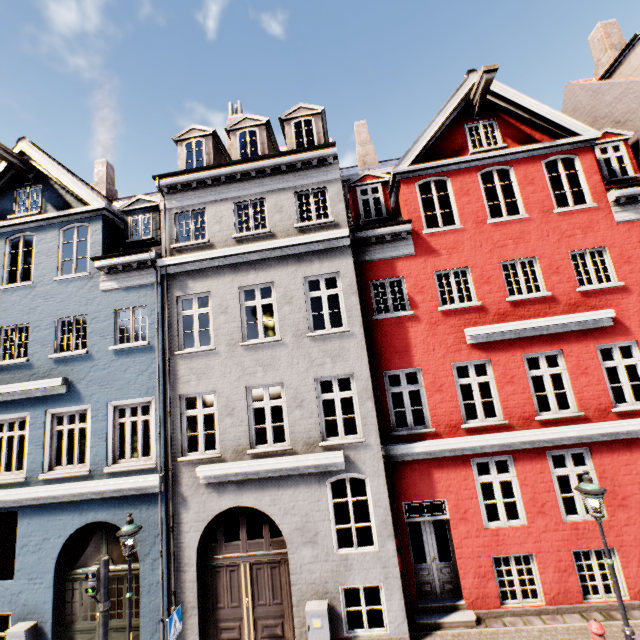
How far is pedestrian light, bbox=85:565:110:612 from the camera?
7.10m

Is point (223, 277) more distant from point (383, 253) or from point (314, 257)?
point (383, 253)

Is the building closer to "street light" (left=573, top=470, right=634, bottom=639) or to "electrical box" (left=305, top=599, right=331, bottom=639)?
"electrical box" (left=305, top=599, right=331, bottom=639)

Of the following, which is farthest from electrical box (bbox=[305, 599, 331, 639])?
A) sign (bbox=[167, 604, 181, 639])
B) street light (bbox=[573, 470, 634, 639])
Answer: street light (bbox=[573, 470, 634, 639])

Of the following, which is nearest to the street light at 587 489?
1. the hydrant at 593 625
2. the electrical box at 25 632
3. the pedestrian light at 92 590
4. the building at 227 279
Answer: the hydrant at 593 625

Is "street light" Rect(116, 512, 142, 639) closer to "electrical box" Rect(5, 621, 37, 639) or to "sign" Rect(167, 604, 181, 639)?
"sign" Rect(167, 604, 181, 639)

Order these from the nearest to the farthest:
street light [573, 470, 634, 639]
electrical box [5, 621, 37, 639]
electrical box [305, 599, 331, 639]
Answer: street light [573, 470, 634, 639]
electrical box [305, 599, 331, 639]
electrical box [5, 621, 37, 639]

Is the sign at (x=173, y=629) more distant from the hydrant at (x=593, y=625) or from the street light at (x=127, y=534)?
the hydrant at (x=593, y=625)
